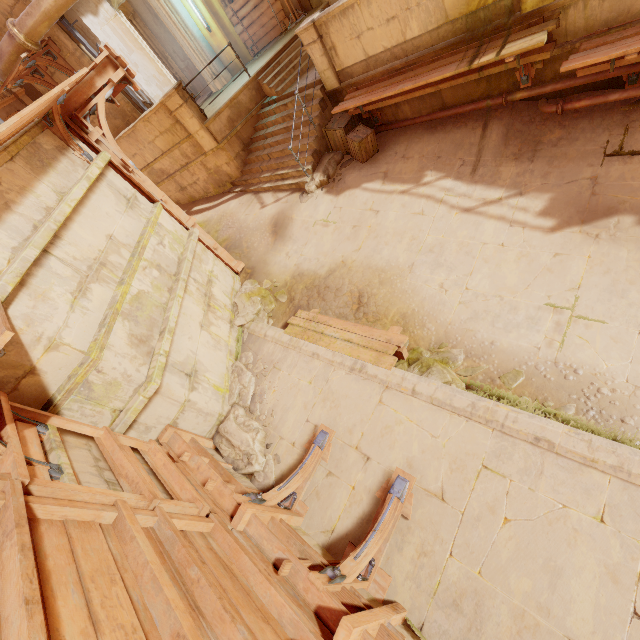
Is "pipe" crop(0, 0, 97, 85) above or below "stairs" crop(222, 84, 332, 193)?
above

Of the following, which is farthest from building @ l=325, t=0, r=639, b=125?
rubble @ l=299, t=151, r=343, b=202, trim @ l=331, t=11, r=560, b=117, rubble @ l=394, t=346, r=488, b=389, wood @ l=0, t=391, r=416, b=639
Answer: rubble @ l=394, t=346, r=488, b=389

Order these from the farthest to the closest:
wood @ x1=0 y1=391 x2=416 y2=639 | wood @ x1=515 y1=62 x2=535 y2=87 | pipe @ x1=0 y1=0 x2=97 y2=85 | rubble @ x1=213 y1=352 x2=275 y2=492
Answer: pipe @ x1=0 y1=0 x2=97 y2=85 → wood @ x1=515 y1=62 x2=535 y2=87 → rubble @ x1=213 y1=352 x2=275 y2=492 → wood @ x1=0 y1=391 x2=416 y2=639

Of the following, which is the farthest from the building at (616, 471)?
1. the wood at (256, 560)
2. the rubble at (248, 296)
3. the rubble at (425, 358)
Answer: the rubble at (425, 358)

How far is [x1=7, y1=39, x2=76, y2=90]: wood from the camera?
9.1 meters

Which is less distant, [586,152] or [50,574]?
[50,574]

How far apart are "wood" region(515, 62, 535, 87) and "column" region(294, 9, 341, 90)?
4.17m

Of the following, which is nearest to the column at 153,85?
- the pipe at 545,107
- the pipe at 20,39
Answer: the pipe at 20,39
